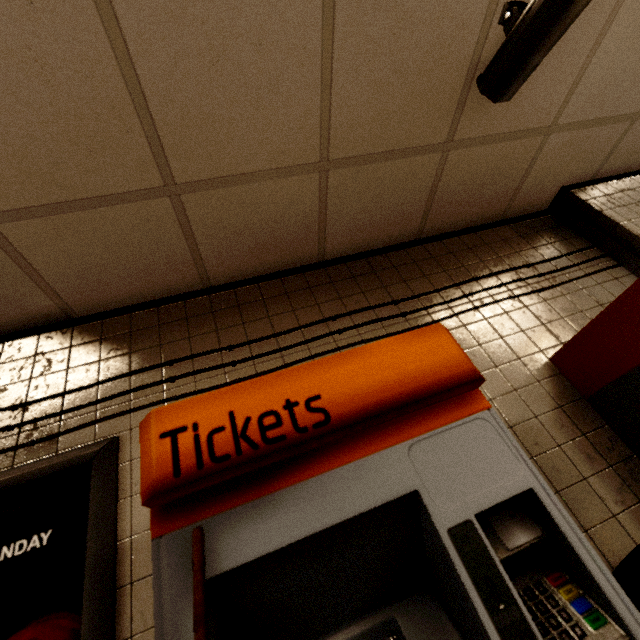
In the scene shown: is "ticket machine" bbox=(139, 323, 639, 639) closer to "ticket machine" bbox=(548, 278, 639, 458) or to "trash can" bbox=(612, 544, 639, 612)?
"trash can" bbox=(612, 544, 639, 612)

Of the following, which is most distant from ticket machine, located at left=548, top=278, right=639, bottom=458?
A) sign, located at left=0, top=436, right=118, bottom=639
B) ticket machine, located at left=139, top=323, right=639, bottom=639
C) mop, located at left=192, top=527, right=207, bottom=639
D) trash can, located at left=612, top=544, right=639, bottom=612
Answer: sign, located at left=0, top=436, right=118, bottom=639

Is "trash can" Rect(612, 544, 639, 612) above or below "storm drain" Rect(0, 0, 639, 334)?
below

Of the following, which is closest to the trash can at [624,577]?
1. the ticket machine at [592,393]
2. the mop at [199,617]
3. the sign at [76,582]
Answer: the ticket machine at [592,393]

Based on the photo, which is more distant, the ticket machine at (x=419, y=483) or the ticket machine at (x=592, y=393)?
the ticket machine at (x=592, y=393)

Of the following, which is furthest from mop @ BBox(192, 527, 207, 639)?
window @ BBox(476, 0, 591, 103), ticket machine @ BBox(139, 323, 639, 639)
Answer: window @ BBox(476, 0, 591, 103)

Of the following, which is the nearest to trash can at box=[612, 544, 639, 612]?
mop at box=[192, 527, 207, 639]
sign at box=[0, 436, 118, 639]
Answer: mop at box=[192, 527, 207, 639]

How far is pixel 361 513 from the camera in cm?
73
